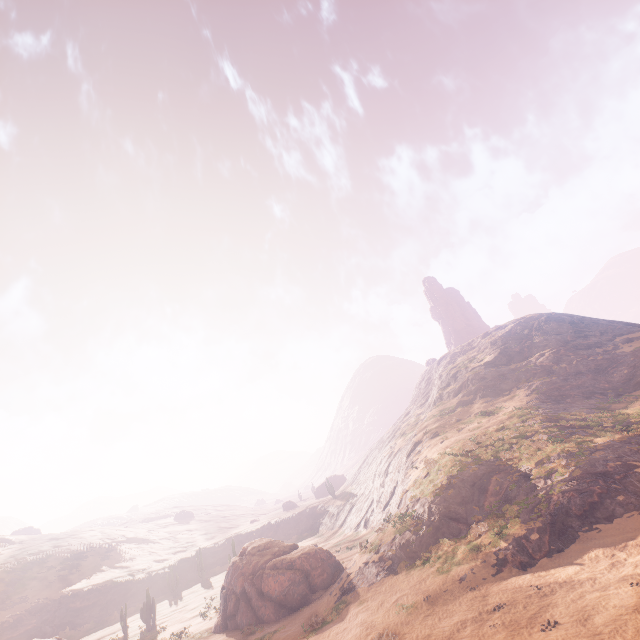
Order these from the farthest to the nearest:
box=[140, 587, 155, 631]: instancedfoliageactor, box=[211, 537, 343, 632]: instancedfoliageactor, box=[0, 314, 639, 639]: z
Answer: box=[140, 587, 155, 631]: instancedfoliageactor < box=[211, 537, 343, 632]: instancedfoliageactor < box=[0, 314, 639, 639]: z

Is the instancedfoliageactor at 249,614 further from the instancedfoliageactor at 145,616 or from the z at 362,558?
the z at 362,558

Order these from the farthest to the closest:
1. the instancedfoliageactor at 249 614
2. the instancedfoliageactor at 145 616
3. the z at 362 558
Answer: the instancedfoliageactor at 145 616 → the instancedfoliageactor at 249 614 → the z at 362 558

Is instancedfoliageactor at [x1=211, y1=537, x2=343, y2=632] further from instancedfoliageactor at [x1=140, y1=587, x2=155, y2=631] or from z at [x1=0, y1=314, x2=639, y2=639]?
z at [x1=0, y1=314, x2=639, y2=639]

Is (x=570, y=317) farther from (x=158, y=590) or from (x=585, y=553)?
(x=158, y=590)

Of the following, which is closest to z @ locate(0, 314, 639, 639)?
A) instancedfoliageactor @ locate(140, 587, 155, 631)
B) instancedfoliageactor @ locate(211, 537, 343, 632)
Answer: instancedfoliageactor @ locate(140, 587, 155, 631)

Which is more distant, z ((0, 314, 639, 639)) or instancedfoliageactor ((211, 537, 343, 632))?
instancedfoliageactor ((211, 537, 343, 632))

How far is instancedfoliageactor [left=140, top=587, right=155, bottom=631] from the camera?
34.2 meters
